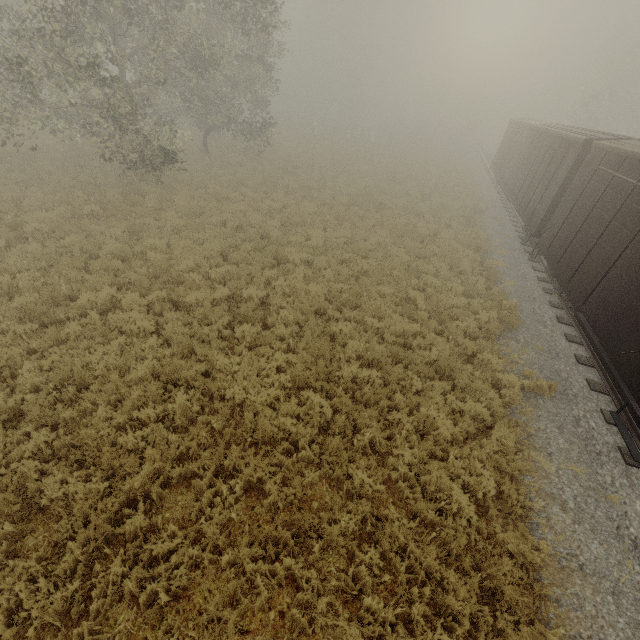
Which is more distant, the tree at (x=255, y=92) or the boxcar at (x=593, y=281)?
the boxcar at (x=593, y=281)

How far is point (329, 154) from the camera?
28.8m

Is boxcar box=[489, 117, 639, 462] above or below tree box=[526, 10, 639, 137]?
below

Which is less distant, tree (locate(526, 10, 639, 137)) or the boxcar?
the boxcar

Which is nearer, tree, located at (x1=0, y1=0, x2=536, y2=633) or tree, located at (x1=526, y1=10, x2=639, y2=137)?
tree, located at (x1=0, y1=0, x2=536, y2=633)

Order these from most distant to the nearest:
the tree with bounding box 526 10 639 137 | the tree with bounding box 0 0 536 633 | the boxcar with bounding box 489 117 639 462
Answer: the tree with bounding box 526 10 639 137
the boxcar with bounding box 489 117 639 462
the tree with bounding box 0 0 536 633

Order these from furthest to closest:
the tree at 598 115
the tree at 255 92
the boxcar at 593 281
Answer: the tree at 598 115 → the boxcar at 593 281 → the tree at 255 92
